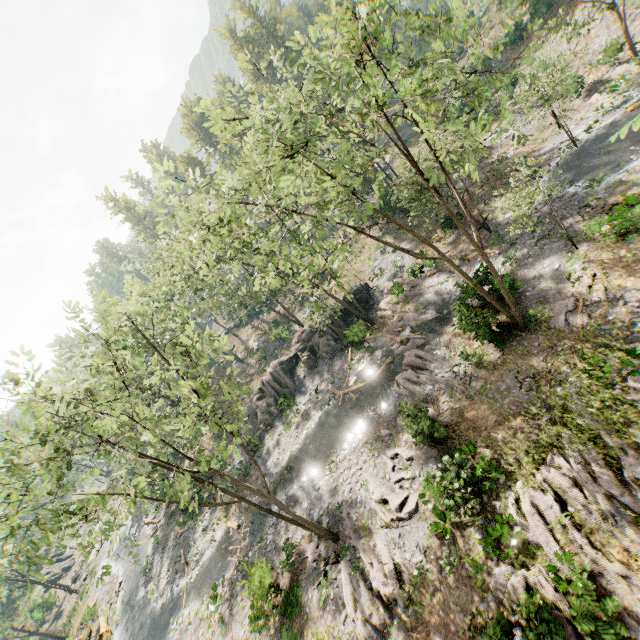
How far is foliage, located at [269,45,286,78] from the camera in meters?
11.7

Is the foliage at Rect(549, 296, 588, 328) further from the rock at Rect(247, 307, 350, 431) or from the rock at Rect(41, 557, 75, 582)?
the rock at Rect(41, 557, 75, 582)

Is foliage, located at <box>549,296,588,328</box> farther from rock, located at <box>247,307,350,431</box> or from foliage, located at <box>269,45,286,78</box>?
rock, located at <box>247,307,350,431</box>

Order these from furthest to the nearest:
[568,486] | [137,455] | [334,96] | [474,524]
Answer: [334,96]
[474,524]
[568,486]
[137,455]

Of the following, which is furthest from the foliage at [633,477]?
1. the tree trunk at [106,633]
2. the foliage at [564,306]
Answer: the tree trunk at [106,633]

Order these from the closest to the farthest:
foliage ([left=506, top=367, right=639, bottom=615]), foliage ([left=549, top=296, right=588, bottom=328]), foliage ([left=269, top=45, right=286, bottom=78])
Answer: foliage ([left=506, top=367, right=639, bottom=615]) < foliage ([left=269, top=45, right=286, bottom=78]) < foliage ([left=549, top=296, right=588, bottom=328])

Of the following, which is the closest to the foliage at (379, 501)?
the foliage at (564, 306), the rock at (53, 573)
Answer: the rock at (53, 573)
